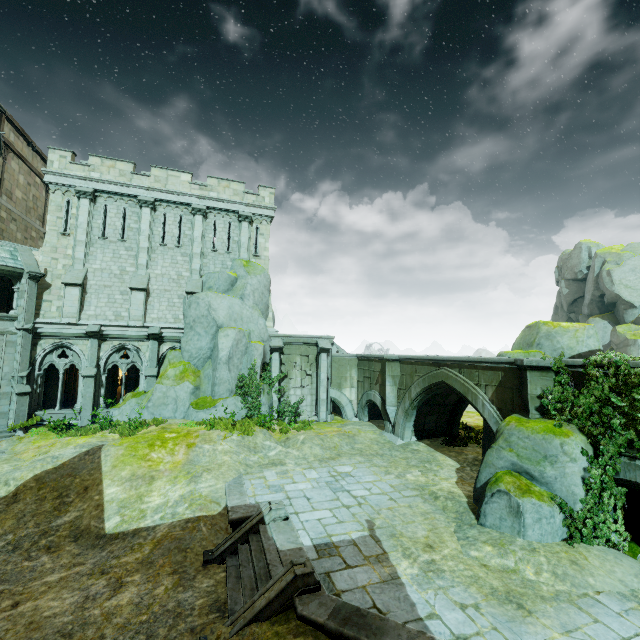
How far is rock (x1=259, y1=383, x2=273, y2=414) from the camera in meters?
20.2

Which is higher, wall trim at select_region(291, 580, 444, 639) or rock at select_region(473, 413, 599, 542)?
rock at select_region(473, 413, 599, 542)

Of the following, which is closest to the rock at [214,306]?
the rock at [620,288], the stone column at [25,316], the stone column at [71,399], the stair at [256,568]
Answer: the stone column at [25,316]

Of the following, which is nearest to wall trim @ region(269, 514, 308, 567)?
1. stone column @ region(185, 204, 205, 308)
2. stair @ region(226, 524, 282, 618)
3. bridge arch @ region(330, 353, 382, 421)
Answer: stair @ region(226, 524, 282, 618)

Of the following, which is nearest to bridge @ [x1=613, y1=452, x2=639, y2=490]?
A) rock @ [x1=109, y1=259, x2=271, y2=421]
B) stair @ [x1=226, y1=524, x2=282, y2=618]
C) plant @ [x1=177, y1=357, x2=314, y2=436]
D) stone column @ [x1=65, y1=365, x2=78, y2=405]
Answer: plant @ [x1=177, y1=357, x2=314, y2=436]

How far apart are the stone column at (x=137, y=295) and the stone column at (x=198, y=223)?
2.04m

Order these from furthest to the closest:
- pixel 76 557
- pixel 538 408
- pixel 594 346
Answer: pixel 594 346 < pixel 538 408 < pixel 76 557

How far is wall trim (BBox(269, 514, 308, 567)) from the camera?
7.9m
